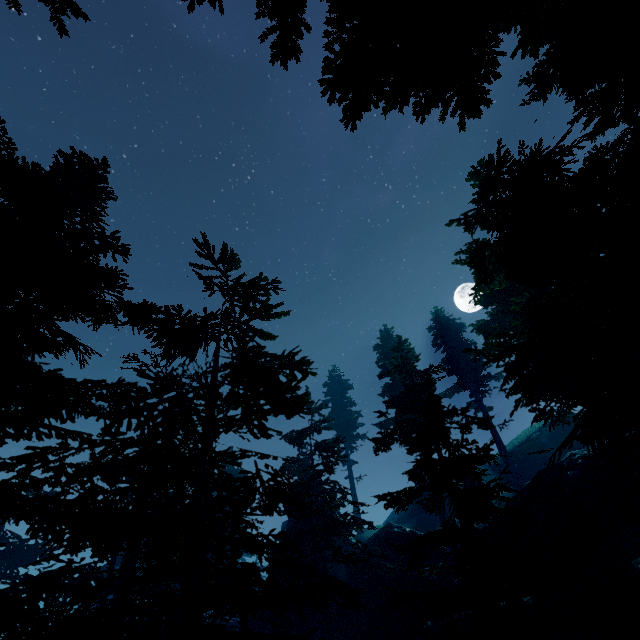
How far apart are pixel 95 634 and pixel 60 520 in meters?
3.2

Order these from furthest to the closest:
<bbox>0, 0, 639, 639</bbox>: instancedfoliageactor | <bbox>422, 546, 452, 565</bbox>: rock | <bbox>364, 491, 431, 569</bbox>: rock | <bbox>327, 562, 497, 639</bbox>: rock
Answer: <bbox>364, 491, 431, 569</bbox>: rock
<bbox>422, 546, 452, 565</bbox>: rock
<bbox>327, 562, 497, 639</bbox>: rock
<bbox>0, 0, 639, 639</bbox>: instancedfoliageactor

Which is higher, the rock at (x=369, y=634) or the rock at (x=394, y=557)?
the rock at (x=394, y=557)

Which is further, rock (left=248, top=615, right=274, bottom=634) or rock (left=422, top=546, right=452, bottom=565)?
rock (left=248, top=615, right=274, bottom=634)

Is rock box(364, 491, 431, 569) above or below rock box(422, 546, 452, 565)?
above

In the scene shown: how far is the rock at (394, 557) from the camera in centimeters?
2331cm
